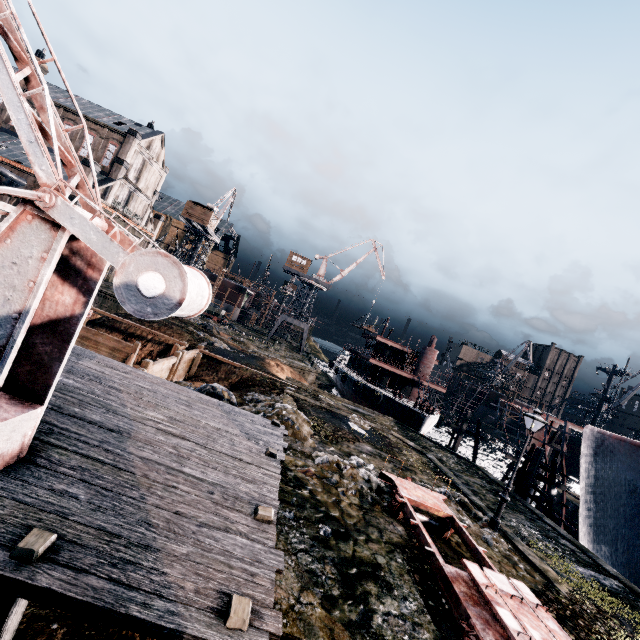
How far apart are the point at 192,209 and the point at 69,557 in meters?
61.4

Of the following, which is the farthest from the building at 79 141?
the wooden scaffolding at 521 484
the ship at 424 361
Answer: the wooden scaffolding at 521 484

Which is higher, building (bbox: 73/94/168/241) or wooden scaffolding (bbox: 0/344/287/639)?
building (bbox: 73/94/168/241)

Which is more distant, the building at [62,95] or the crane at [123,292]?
the building at [62,95]

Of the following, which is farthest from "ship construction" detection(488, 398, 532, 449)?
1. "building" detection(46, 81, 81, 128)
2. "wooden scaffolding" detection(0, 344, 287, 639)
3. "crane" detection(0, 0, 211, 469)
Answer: "building" detection(46, 81, 81, 128)

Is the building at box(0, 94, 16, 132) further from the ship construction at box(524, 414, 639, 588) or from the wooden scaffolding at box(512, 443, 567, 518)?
the wooden scaffolding at box(512, 443, 567, 518)

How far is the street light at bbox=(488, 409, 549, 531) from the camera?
14.7 meters

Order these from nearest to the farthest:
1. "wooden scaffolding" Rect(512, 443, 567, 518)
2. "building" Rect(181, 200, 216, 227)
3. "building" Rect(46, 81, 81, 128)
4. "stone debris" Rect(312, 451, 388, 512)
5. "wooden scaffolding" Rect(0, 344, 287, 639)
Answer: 1. "wooden scaffolding" Rect(0, 344, 287, 639)
2. "stone debris" Rect(312, 451, 388, 512)
3. "wooden scaffolding" Rect(512, 443, 567, 518)
4. "building" Rect(46, 81, 81, 128)
5. "building" Rect(181, 200, 216, 227)
